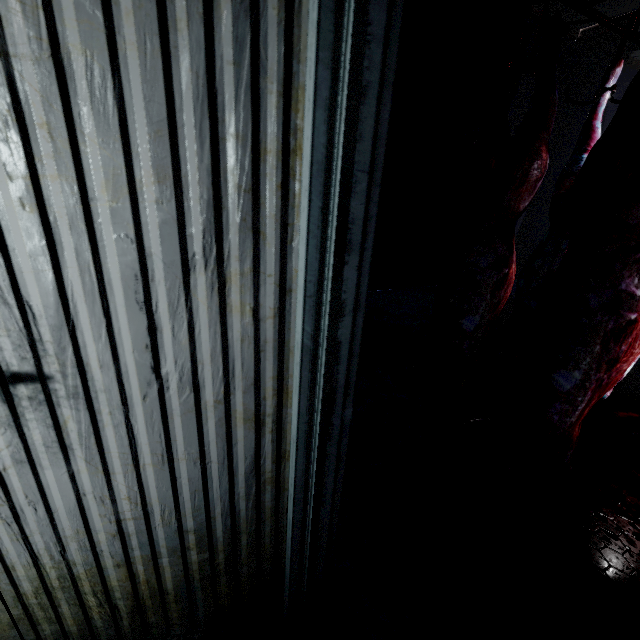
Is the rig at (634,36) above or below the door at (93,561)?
above

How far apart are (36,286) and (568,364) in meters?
1.6 m

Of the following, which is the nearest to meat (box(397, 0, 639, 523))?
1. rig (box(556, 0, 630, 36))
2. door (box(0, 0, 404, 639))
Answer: rig (box(556, 0, 630, 36))

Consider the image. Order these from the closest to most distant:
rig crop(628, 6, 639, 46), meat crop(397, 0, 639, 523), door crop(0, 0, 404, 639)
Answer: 1. door crop(0, 0, 404, 639)
2. meat crop(397, 0, 639, 523)
3. rig crop(628, 6, 639, 46)

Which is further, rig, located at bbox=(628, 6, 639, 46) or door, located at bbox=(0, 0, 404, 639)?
rig, located at bbox=(628, 6, 639, 46)

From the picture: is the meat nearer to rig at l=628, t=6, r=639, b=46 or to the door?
rig at l=628, t=6, r=639, b=46

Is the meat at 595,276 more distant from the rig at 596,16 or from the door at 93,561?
the door at 93,561
